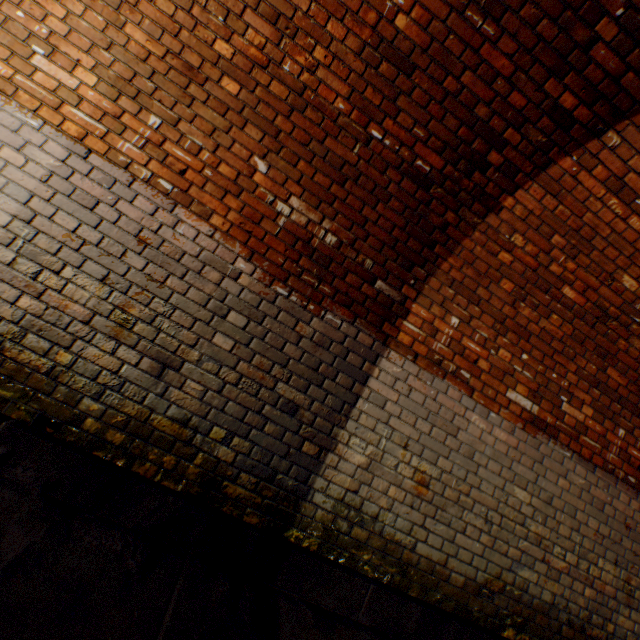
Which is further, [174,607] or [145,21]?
[145,21]
